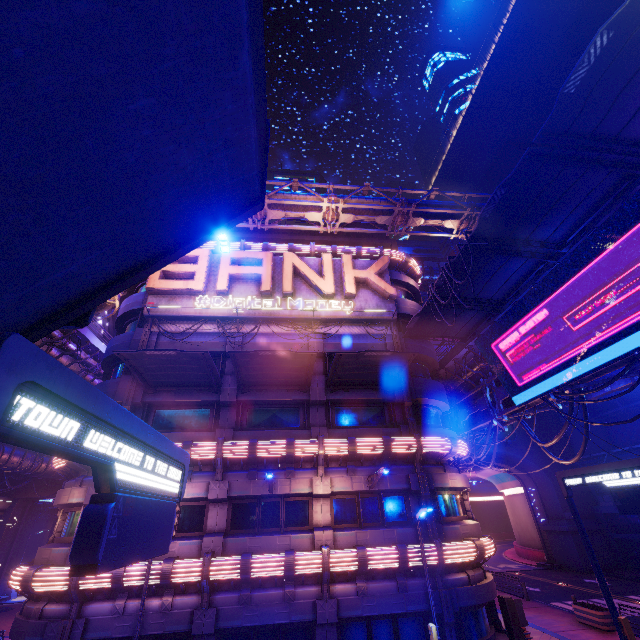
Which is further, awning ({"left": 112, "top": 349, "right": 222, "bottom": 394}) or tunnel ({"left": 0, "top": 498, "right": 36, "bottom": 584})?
tunnel ({"left": 0, "top": 498, "right": 36, "bottom": 584})

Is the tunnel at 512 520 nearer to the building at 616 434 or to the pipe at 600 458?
the pipe at 600 458

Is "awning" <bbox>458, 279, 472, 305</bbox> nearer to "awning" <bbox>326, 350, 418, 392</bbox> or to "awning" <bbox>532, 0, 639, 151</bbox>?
"awning" <bbox>532, 0, 639, 151</bbox>

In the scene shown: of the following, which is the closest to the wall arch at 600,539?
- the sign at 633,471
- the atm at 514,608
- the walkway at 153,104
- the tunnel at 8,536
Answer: the atm at 514,608

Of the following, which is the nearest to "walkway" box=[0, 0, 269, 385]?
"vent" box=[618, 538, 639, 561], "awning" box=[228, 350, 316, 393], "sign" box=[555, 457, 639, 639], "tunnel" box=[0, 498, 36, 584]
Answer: "awning" box=[228, 350, 316, 393]

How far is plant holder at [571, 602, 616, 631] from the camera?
17.5m

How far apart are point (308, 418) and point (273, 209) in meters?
13.7

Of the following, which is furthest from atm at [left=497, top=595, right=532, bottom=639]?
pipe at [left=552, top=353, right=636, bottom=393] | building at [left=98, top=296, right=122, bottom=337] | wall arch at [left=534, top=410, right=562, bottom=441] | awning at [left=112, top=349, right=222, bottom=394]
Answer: building at [left=98, top=296, right=122, bottom=337]
